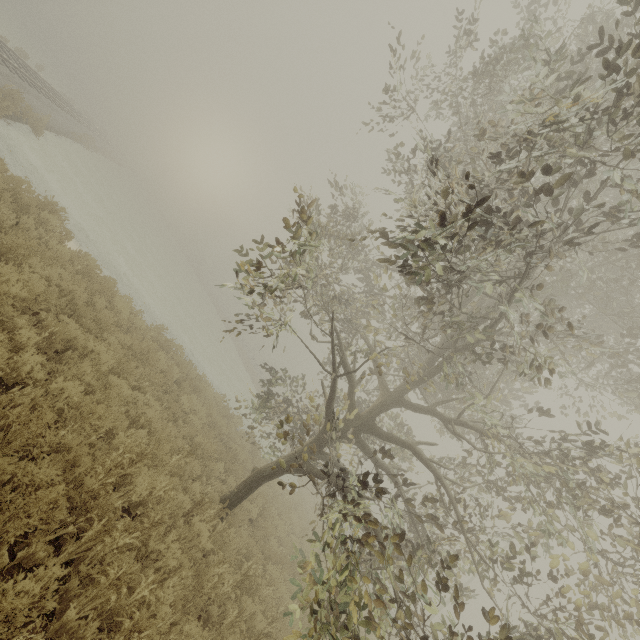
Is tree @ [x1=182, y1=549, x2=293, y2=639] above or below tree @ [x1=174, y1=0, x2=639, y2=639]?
below

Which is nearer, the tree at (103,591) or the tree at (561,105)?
the tree at (103,591)

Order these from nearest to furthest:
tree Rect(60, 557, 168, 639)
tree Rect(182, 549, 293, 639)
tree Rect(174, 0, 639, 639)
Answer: tree Rect(60, 557, 168, 639) → tree Rect(174, 0, 639, 639) → tree Rect(182, 549, 293, 639)

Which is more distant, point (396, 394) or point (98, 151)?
point (98, 151)

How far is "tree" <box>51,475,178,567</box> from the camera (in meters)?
3.77

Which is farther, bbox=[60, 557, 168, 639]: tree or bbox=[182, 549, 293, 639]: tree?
bbox=[182, 549, 293, 639]: tree

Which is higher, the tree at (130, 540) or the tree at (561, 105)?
the tree at (561, 105)
